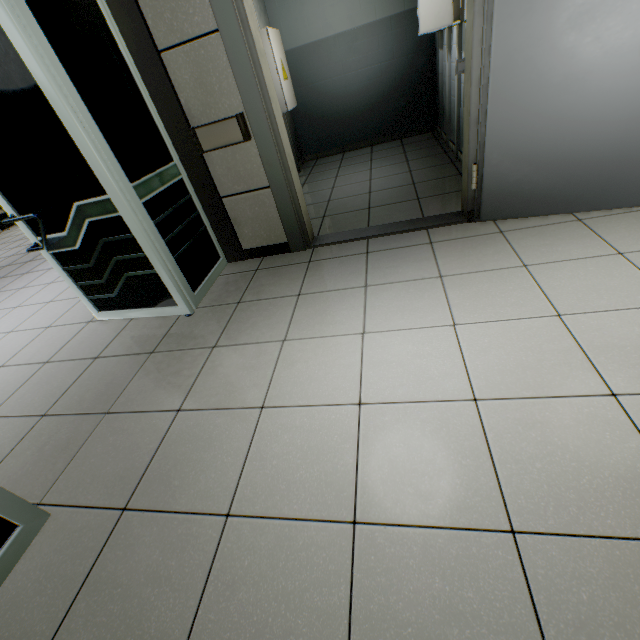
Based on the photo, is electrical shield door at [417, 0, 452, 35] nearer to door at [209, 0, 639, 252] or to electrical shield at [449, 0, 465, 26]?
electrical shield at [449, 0, 465, 26]

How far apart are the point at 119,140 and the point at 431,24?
3.08m

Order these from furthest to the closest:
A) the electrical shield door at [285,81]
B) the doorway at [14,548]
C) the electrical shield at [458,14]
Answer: the electrical shield door at [285,81], the electrical shield at [458,14], the doorway at [14,548]

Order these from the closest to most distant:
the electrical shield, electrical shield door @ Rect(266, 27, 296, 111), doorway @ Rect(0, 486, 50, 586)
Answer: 1. doorway @ Rect(0, 486, 50, 586)
2. the electrical shield
3. electrical shield door @ Rect(266, 27, 296, 111)

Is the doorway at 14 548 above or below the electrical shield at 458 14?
below

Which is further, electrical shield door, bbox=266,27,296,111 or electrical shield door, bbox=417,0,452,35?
electrical shield door, bbox=266,27,296,111

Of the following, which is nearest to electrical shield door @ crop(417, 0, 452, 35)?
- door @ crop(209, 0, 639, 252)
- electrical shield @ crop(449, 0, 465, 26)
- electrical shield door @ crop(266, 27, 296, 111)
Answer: electrical shield @ crop(449, 0, 465, 26)

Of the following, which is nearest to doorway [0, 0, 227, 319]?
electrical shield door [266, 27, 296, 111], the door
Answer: the door
